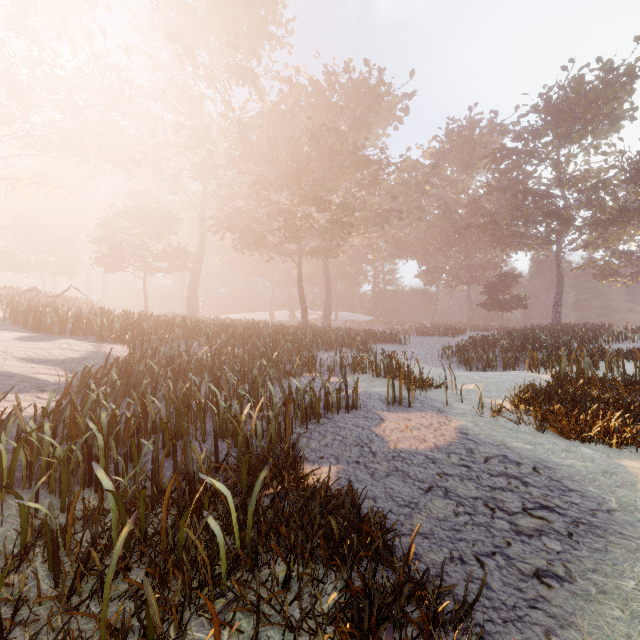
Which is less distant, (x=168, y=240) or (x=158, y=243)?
(x=158, y=243)
